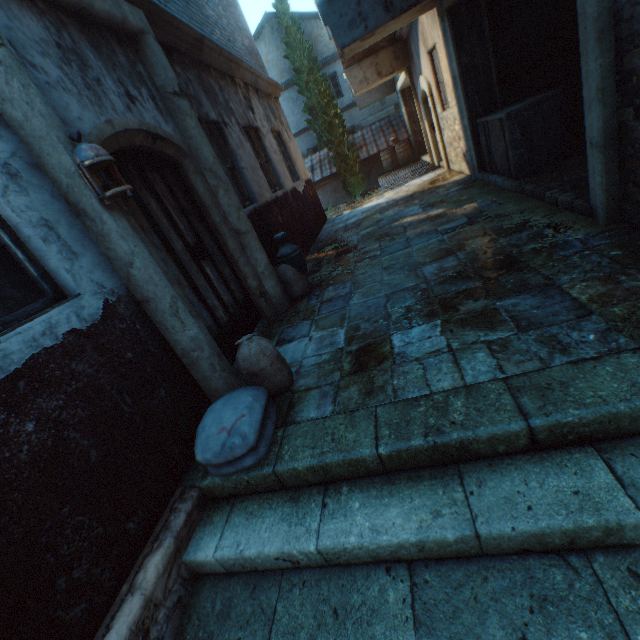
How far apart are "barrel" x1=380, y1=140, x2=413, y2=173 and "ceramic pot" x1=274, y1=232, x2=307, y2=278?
12.2m

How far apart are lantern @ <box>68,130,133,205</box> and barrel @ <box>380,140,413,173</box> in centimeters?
1504cm

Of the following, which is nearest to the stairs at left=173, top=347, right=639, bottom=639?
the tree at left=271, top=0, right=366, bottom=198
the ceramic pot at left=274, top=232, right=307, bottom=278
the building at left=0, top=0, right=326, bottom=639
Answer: the building at left=0, top=0, right=326, bottom=639

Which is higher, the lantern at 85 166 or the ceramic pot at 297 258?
the lantern at 85 166

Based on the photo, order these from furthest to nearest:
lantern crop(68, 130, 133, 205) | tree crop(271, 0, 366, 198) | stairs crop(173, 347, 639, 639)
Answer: tree crop(271, 0, 366, 198), lantern crop(68, 130, 133, 205), stairs crop(173, 347, 639, 639)

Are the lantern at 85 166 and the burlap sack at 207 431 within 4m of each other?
yes

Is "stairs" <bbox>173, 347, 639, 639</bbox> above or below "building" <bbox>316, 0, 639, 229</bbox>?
below

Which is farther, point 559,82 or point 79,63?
point 559,82
